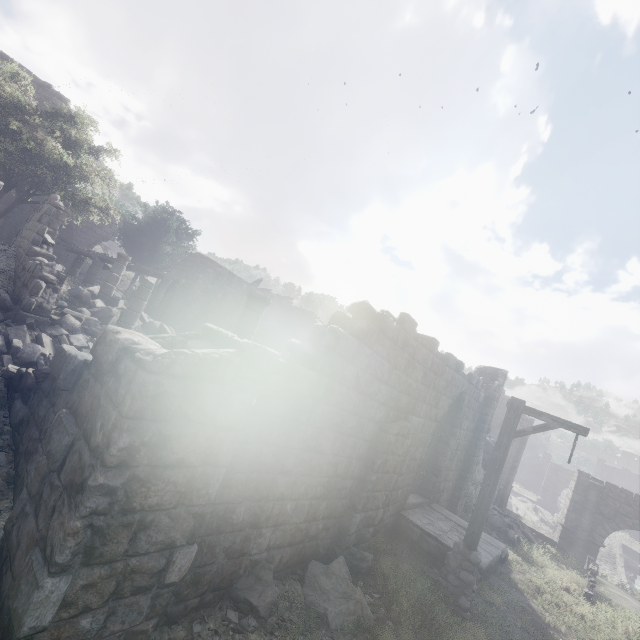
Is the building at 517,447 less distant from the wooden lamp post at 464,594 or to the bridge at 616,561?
the wooden lamp post at 464,594

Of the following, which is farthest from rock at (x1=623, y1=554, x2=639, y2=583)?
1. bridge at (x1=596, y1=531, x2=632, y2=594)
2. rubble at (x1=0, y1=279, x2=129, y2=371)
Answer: rubble at (x1=0, y1=279, x2=129, y2=371)

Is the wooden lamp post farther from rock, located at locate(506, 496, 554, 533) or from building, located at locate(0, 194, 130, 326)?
rock, located at locate(506, 496, 554, 533)

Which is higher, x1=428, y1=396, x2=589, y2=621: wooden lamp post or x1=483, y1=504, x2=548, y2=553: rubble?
x1=428, y1=396, x2=589, y2=621: wooden lamp post

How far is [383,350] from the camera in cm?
644

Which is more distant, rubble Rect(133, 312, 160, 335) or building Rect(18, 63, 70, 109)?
building Rect(18, 63, 70, 109)

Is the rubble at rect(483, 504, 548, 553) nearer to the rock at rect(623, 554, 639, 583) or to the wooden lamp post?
the wooden lamp post

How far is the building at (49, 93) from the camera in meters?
19.4 m
